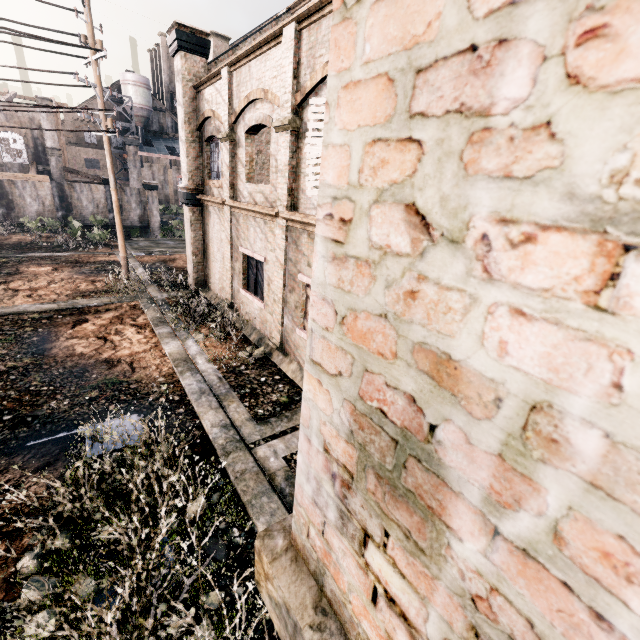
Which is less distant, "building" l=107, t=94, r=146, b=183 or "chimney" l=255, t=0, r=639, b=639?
"chimney" l=255, t=0, r=639, b=639

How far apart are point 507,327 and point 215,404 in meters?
8.8

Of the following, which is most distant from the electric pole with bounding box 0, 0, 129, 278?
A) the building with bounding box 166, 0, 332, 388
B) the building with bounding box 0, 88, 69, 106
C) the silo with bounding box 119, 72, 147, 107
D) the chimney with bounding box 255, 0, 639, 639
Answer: the silo with bounding box 119, 72, 147, 107

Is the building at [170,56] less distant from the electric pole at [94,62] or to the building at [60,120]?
the electric pole at [94,62]

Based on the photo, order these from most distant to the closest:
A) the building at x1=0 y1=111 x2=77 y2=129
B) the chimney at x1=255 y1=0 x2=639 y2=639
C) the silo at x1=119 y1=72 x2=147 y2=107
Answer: the silo at x1=119 y1=72 x2=147 y2=107 → the building at x1=0 y1=111 x2=77 y2=129 → the chimney at x1=255 y1=0 x2=639 y2=639

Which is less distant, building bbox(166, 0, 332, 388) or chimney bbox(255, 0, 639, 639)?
chimney bbox(255, 0, 639, 639)

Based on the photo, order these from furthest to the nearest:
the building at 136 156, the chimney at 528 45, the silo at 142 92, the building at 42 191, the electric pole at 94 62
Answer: the silo at 142 92 < the building at 136 156 < the building at 42 191 < the electric pole at 94 62 < the chimney at 528 45

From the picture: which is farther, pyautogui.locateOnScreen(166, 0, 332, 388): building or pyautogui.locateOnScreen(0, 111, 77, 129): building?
pyautogui.locateOnScreen(0, 111, 77, 129): building
